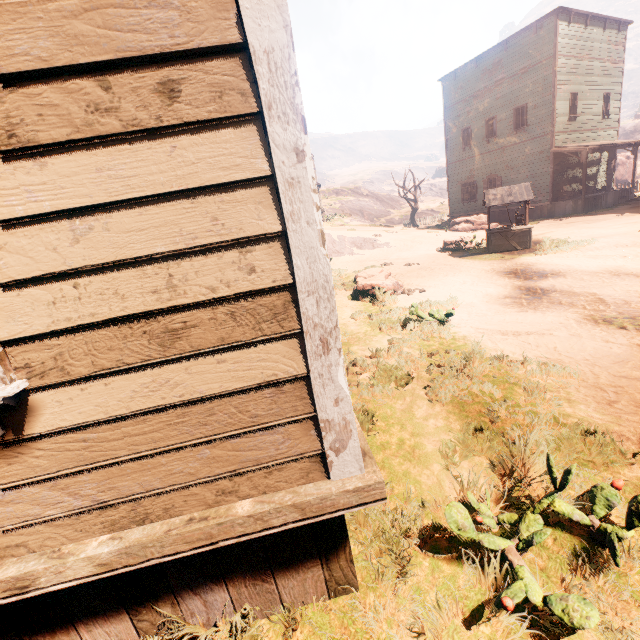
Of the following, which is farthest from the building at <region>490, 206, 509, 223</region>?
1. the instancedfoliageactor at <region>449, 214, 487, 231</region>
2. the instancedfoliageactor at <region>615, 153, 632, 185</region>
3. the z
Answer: the instancedfoliageactor at <region>615, 153, 632, 185</region>

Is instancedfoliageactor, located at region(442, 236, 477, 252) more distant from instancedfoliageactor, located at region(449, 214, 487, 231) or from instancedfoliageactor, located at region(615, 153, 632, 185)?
instancedfoliageactor, located at region(615, 153, 632, 185)

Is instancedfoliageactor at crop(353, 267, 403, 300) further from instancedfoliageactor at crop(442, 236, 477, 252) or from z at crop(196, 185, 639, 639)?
instancedfoliageactor at crop(442, 236, 477, 252)

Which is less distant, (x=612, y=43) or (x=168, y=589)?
(x=168, y=589)

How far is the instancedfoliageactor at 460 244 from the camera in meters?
14.4 m

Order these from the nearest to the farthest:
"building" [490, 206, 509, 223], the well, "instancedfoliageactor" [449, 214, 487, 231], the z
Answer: the z
the well
"instancedfoliageactor" [449, 214, 487, 231]
"building" [490, 206, 509, 223]

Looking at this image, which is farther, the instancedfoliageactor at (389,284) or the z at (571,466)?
the instancedfoliageactor at (389,284)

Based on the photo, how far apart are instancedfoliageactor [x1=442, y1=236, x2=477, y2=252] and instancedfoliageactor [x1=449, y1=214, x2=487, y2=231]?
7.4 meters
